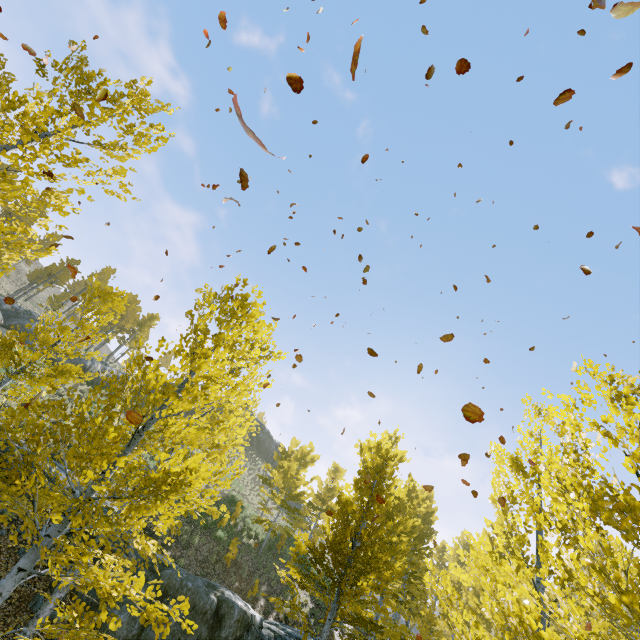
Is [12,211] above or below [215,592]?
above

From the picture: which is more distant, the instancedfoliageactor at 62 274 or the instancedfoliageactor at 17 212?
the instancedfoliageactor at 62 274

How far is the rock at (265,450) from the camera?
44.4m

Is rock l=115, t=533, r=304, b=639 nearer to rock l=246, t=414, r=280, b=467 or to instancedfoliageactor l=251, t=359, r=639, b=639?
instancedfoliageactor l=251, t=359, r=639, b=639

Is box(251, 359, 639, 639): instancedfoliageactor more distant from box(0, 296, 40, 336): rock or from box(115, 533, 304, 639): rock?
box(0, 296, 40, 336): rock

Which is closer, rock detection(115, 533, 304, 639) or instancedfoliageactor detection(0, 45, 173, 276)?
instancedfoliageactor detection(0, 45, 173, 276)

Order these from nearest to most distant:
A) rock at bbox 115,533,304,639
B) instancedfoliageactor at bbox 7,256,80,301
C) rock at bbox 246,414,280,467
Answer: rock at bbox 115,533,304,639 → instancedfoliageactor at bbox 7,256,80,301 → rock at bbox 246,414,280,467

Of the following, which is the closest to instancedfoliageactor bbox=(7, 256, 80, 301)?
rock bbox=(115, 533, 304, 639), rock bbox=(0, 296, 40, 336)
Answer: rock bbox=(115, 533, 304, 639)
